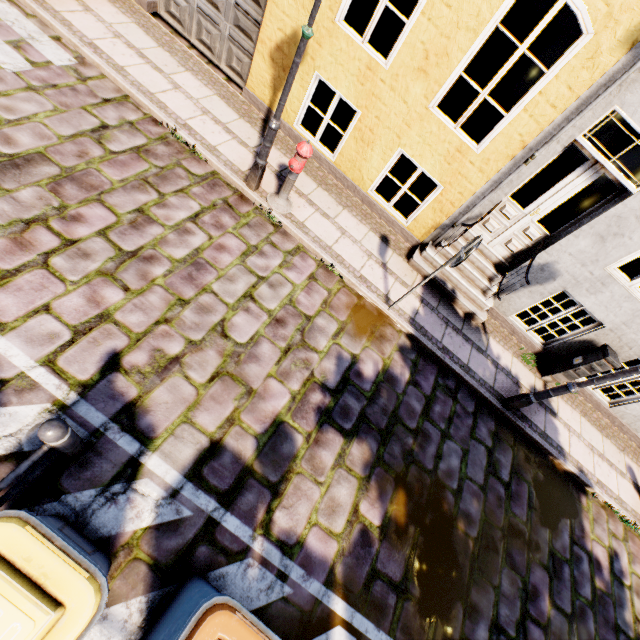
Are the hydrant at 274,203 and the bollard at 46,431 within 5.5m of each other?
yes

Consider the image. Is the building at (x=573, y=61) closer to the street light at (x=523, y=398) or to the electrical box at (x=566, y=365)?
the electrical box at (x=566, y=365)

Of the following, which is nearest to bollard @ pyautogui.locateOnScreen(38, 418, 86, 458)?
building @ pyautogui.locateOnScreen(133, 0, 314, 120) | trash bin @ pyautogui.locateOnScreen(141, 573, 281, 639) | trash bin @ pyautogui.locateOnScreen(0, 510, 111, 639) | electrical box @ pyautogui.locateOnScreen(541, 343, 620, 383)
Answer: trash bin @ pyautogui.locateOnScreen(0, 510, 111, 639)

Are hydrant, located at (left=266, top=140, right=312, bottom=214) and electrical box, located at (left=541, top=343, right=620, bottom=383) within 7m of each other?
yes

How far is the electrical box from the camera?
5.9 meters

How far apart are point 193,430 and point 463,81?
12.0m

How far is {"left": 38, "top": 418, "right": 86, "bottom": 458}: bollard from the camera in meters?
2.1 m

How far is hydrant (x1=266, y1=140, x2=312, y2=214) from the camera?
4.7 meters
